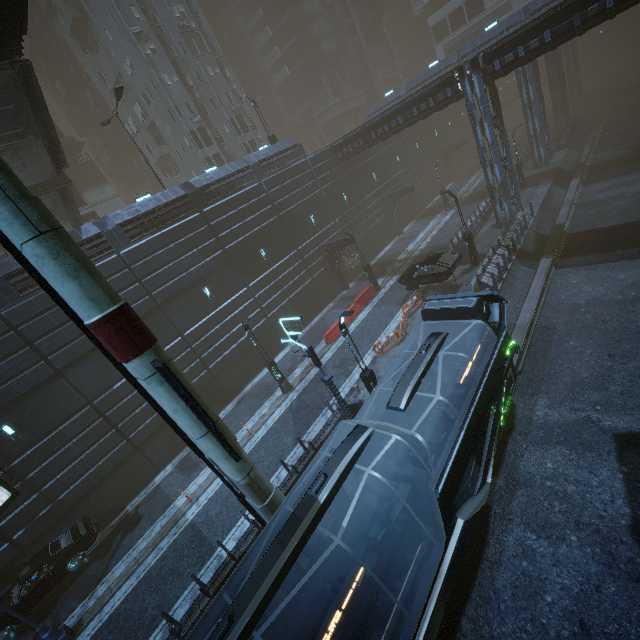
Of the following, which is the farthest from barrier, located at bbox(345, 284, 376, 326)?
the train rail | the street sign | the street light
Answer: the street sign

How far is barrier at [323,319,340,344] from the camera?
23.0m

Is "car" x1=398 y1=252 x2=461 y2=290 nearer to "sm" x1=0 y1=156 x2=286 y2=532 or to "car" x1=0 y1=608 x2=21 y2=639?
"sm" x1=0 y1=156 x2=286 y2=532

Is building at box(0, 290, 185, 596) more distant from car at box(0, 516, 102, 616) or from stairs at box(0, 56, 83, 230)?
stairs at box(0, 56, 83, 230)

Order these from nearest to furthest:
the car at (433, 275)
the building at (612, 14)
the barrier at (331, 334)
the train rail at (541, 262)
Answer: the train rail at (541, 262), the building at (612, 14), the car at (433, 275), the barrier at (331, 334)

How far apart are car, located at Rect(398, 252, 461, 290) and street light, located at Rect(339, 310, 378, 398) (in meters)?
9.52

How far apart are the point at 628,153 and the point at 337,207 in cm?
2729

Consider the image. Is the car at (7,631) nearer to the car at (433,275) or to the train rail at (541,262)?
the train rail at (541,262)
